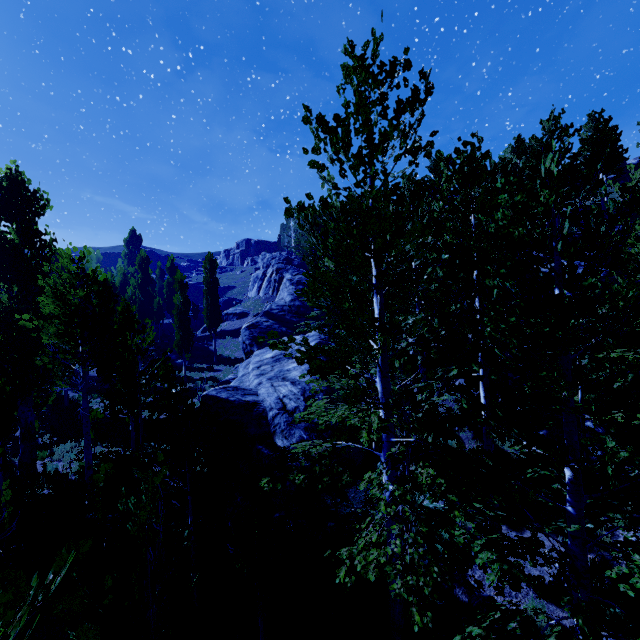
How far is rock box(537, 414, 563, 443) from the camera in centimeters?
1113cm

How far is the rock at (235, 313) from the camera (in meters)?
43.78

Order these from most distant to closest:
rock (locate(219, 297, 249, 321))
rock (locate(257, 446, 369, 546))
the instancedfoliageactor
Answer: rock (locate(219, 297, 249, 321))
rock (locate(257, 446, 369, 546))
the instancedfoliageactor

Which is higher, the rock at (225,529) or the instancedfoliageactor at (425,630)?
the instancedfoliageactor at (425,630)

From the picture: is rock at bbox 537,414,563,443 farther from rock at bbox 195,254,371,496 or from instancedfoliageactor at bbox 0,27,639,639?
rock at bbox 195,254,371,496

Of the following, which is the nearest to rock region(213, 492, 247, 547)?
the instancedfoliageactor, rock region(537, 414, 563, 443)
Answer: the instancedfoliageactor

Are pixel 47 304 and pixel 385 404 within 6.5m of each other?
no
